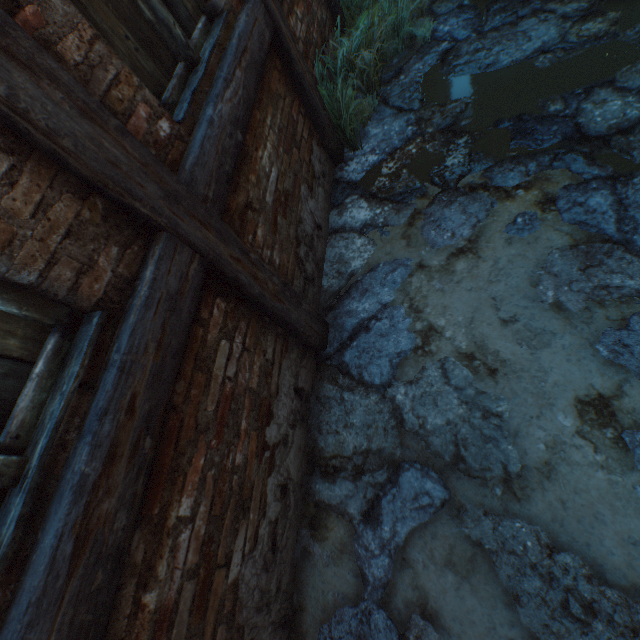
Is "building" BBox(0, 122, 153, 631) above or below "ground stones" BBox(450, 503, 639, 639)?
above

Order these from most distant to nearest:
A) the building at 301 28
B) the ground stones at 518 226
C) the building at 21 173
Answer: the building at 301 28 → the ground stones at 518 226 → the building at 21 173

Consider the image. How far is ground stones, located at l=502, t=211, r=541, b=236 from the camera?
2.1 meters

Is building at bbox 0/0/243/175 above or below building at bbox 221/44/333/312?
above

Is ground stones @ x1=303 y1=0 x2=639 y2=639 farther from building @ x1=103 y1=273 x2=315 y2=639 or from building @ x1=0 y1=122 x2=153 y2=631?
building @ x1=0 y1=122 x2=153 y2=631

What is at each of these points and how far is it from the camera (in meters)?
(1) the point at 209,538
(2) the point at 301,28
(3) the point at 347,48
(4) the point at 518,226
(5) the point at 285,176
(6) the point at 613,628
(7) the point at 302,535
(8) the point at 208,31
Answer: (1) building, 1.35
(2) building, 2.90
(3) plants, 3.21
(4) ground stones, 2.12
(5) building, 2.31
(6) ground stones, 1.25
(7) ground stones, 1.91
(8) building, 1.87

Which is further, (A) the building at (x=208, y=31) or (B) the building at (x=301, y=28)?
(B) the building at (x=301, y=28)

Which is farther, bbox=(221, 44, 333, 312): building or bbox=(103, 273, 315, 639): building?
bbox=(221, 44, 333, 312): building
